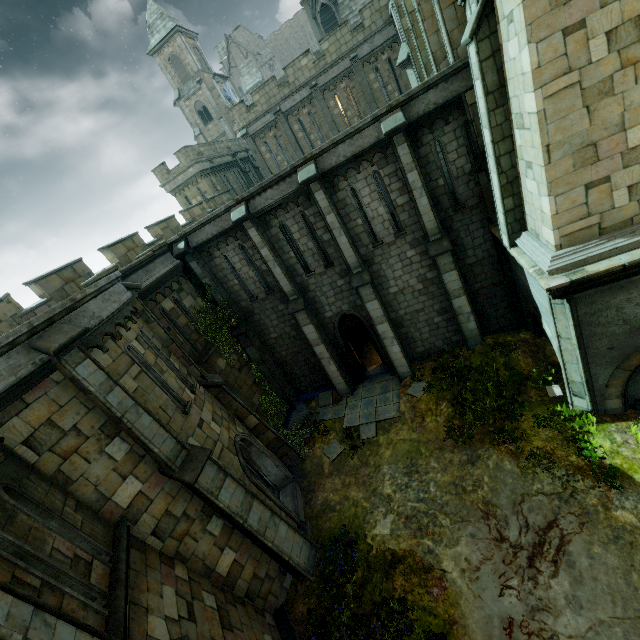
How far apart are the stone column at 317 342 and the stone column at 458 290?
Result: 5.55m

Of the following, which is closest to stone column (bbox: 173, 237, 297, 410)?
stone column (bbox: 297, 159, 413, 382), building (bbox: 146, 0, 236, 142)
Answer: stone column (bbox: 297, 159, 413, 382)

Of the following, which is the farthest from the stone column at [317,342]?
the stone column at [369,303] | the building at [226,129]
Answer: the building at [226,129]

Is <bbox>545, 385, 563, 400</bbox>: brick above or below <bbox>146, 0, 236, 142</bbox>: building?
below

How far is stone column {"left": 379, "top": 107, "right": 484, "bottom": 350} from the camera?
10.43m

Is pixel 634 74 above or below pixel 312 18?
below

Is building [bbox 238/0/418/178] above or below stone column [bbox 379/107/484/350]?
above

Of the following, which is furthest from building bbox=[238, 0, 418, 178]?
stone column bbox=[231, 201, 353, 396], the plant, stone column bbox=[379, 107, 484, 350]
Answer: the plant
